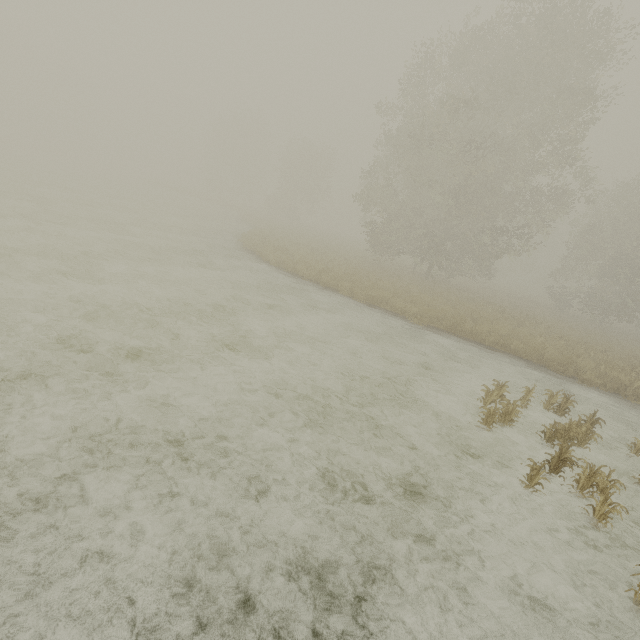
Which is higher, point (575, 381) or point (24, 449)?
point (575, 381)
